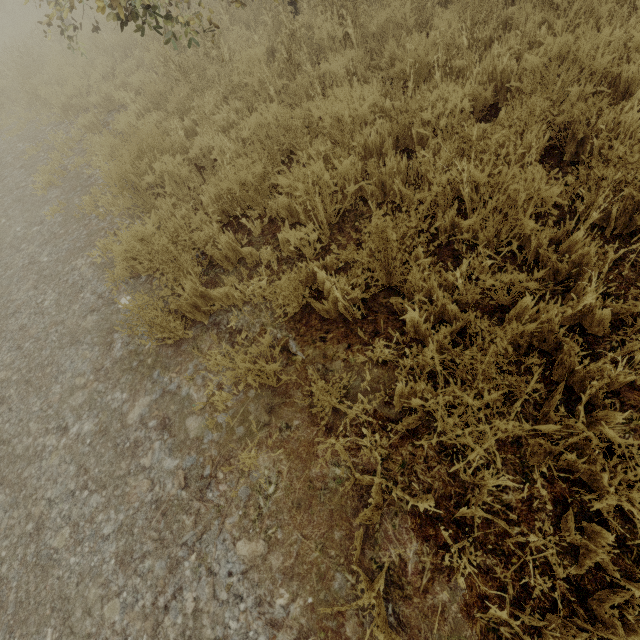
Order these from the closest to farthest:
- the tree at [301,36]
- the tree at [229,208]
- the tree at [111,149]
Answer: the tree at [229,208]
the tree at [301,36]
the tree at [111,149]

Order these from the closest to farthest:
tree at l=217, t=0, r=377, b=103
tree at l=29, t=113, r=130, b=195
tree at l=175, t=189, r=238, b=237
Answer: tree at l=175, t=189, r=238, b=237 → tree at l=217, t=0, r=377, b=103 → tree at l=29, t=113, r=130, b=195

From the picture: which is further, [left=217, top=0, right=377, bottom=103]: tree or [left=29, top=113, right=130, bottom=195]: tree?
[left=29, top=113, right=130, bottom=195]: tree

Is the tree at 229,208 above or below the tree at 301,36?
below

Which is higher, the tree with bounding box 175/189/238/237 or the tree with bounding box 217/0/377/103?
the tree with bounding box 217/0/377/103

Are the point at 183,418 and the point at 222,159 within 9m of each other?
yes

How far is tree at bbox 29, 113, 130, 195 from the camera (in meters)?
5.03
